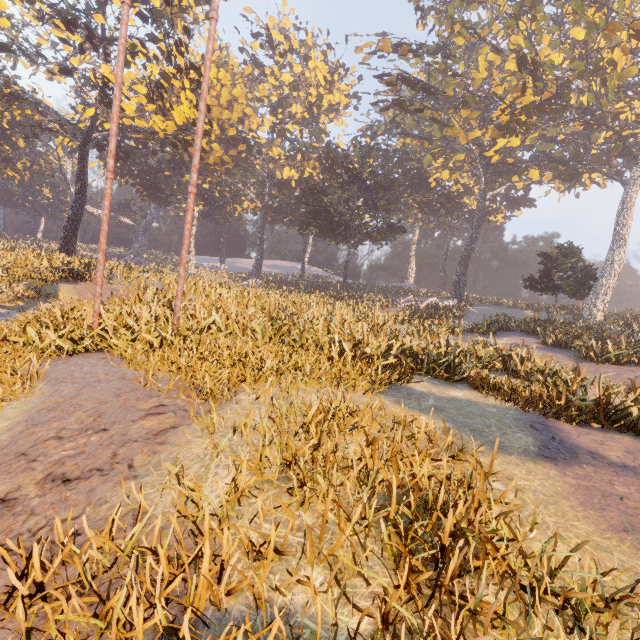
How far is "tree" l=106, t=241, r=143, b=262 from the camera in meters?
58.2

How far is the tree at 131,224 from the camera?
57.34m

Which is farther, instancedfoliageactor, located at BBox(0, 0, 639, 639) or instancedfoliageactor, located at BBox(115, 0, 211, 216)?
instancedfoliageactor, located at BBox(115, 0, 211, 216)

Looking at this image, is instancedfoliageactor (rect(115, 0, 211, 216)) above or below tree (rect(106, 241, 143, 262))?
above

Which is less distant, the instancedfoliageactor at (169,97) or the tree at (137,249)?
the instancedfoliageactor at (169,97)

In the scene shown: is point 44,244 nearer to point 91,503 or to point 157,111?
point 157,111

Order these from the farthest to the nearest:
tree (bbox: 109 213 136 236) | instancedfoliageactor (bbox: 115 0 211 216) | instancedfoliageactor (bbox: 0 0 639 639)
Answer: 1. tree (bbox: 109 213 136 236)
2. instancedfoliageactor (bbox: 115 0 211 216)
3. instancedfoliageactor (bbox: 0 0 639 639)
